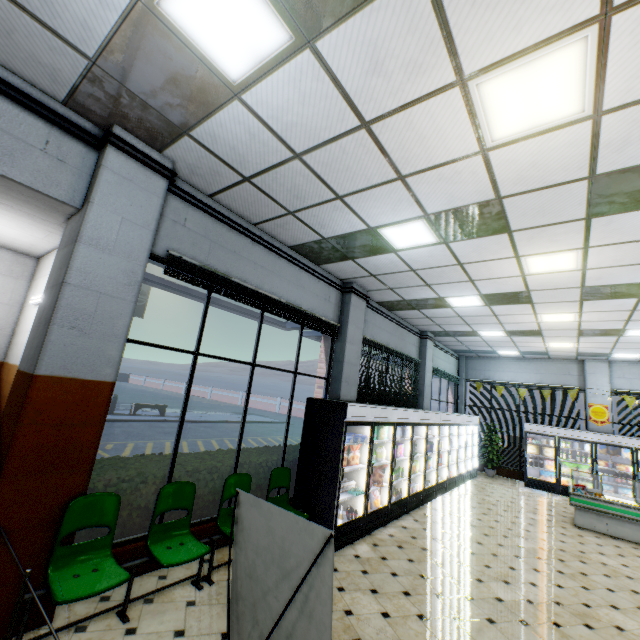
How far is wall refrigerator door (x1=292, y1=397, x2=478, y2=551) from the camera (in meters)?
5.32

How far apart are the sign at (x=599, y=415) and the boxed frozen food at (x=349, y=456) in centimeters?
1112cm

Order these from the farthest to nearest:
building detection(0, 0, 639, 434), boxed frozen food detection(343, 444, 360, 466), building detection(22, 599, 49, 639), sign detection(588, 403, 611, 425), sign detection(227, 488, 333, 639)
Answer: sign detection(588, 403, 611, 425), boxed frozen food detection(343, 444, 360, 466), building detection(22, 599, 49, 639), building detection(0, 0, 639, 434), sign detection(227, 488, 333, 639)

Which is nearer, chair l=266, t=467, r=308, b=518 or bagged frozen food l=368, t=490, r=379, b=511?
chair l=266, t=467, r=308, b=518

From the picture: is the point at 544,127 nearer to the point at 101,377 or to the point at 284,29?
the point at 284,29

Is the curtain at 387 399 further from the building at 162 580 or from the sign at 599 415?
the sign at 599 415

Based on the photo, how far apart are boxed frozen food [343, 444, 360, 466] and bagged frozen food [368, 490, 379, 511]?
0.9 meters

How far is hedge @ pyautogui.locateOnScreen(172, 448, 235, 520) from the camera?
4.64m
